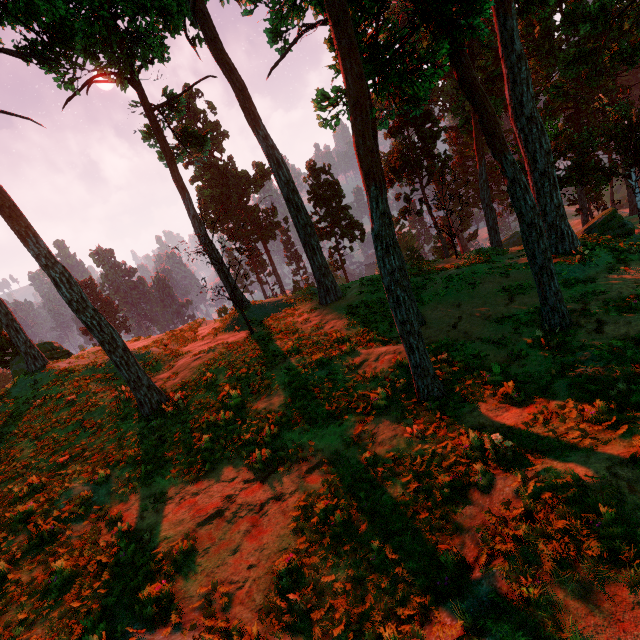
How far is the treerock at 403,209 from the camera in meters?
38.8 m

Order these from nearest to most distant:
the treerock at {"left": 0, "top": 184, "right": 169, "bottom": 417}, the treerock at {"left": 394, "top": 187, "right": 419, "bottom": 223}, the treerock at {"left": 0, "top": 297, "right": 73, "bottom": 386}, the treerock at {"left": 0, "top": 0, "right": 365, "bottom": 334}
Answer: the treerock at {"left": 0, "top": 184, "right": 169, "bottom": 417}, the treerock at {"left": 0, "top": 0, "right": 365, "bottom": 334}, the treerock at {"left": 0, "top": 297, "right": 73, "bottom": 386}, the treerock at {"left": 394, "top": 187, "right": 419, "bottom": 223}

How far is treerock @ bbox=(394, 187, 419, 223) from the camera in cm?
3878

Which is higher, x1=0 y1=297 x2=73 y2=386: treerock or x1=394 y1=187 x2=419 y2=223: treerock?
x1=0 y1=297 x2=73 y2=386: treerock

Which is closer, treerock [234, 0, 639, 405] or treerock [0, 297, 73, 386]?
treerock [234, 0, 639, 405]

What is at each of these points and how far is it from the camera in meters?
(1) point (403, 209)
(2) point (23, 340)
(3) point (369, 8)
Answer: (1) treerock, 38.8
(2) treerock, 18.5
(3) treerock, 7.9

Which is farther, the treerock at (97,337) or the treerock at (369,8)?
the treerock at (97,337)
